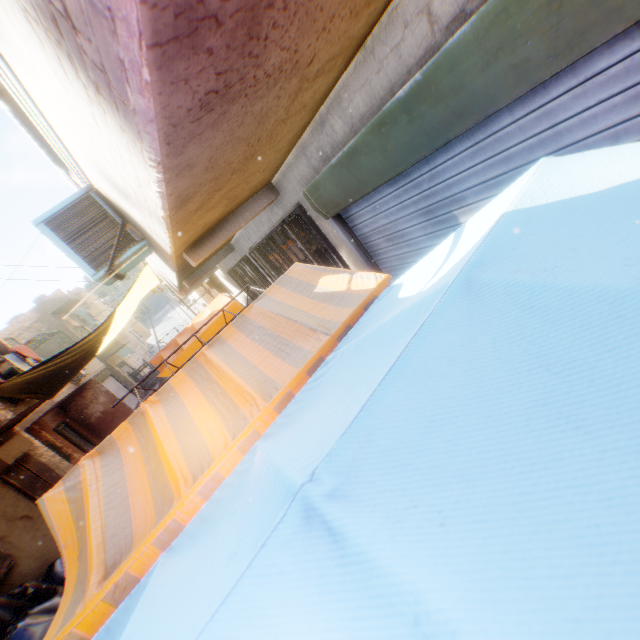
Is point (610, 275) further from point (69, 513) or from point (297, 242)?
point (297, 242)

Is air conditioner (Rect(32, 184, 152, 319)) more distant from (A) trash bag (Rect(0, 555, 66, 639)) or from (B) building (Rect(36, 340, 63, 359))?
(A) trash bag (Rect(0, 555, 66, 639))

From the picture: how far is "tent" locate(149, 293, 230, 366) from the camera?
10.1 meters

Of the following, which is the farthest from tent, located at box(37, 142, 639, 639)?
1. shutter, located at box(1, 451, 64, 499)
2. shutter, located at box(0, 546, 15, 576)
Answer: shutter, located at box(1, 451, 64, 499)

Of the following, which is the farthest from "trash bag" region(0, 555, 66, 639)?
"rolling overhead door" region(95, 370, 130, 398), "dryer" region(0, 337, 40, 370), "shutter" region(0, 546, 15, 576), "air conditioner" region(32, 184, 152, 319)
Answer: "rolling overhead door" region(95, 370, 130, 398)

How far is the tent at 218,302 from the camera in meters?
10.1 m

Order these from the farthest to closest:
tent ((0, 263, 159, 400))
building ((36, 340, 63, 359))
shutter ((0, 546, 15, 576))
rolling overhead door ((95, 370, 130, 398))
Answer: building ((36, 340, 63, 359)), rolling overhead door ((95, 370, 130, 398)), tent ((0, 263, 159, 400)), shutter ((0, 546, 15, 576))
